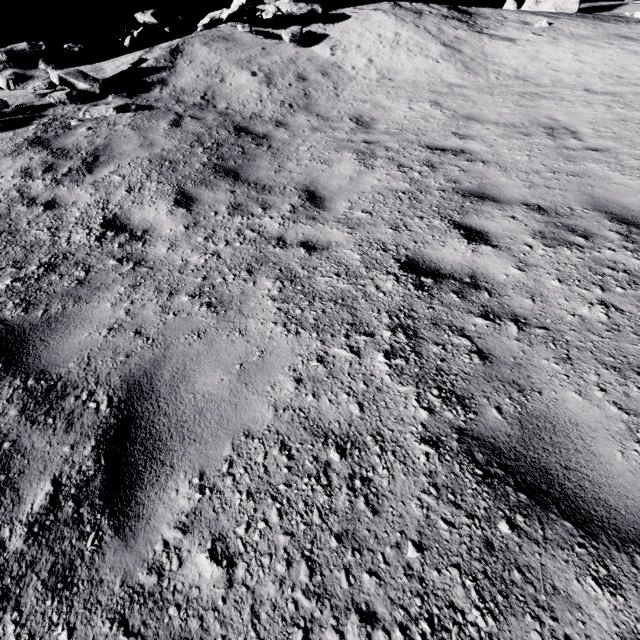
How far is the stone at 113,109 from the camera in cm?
729

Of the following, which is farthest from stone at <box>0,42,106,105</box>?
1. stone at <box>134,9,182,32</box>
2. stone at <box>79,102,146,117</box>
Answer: stone at <box>134,9,182,32</box>

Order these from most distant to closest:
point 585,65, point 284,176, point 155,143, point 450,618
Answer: point 585,65
point 155,143
point 284,176
point 450,618

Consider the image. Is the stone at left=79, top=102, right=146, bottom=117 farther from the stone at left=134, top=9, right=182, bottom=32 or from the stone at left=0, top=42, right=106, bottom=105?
the stone at left=134, top=9, right=182, bottom=32

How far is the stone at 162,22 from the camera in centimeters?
1111cm

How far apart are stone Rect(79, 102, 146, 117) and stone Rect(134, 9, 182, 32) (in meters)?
6.12
